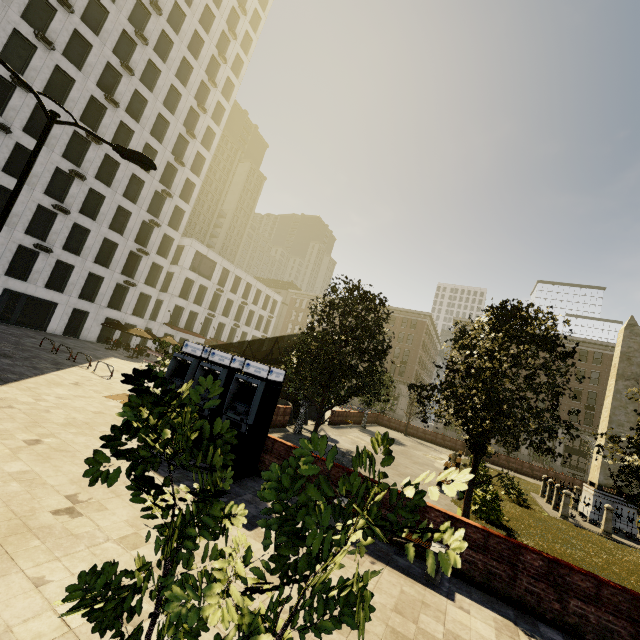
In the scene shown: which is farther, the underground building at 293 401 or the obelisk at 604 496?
the underground building at 293 401

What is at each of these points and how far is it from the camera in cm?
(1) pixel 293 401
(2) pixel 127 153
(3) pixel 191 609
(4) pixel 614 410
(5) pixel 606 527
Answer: (1) underground building, 2308
(2) street light, 873
(3) tree, 220
(4) obelisk, 1819
(5) fence, 1558

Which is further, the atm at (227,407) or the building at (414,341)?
the building at (414,341)

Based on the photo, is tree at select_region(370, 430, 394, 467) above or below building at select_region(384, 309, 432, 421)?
below

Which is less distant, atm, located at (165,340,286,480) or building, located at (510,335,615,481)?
atm, located at (165,340,286,480)

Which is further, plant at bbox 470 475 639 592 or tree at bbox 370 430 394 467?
plant at bbox 470 475 639 592

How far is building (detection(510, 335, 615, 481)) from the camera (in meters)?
45.31

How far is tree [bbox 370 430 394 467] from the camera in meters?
2.3
